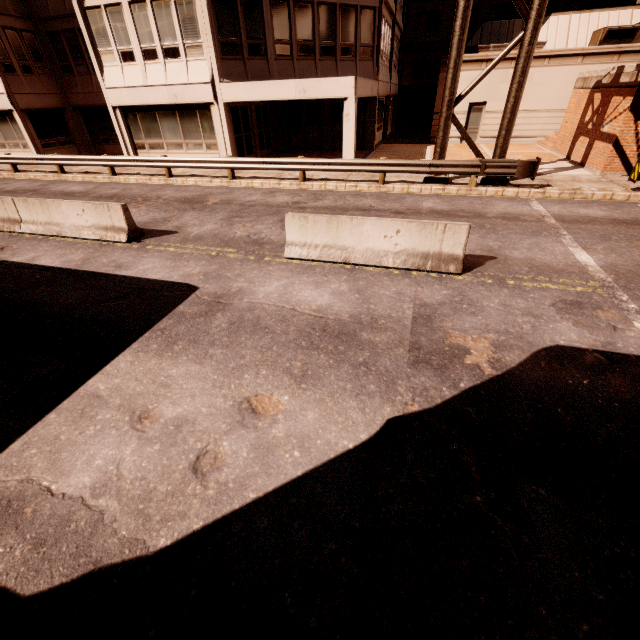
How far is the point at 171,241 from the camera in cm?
902

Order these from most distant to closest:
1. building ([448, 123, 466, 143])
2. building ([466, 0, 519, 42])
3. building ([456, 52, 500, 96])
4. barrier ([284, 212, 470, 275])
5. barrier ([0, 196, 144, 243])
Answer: building ([466, 0, 519, 42]) → building ([448, 123, 466, 143]) → building ([456, 52, 500, 96]) → barrier ([0, 196, 144, 243]) → barrier ([284, 212, 470, 275])

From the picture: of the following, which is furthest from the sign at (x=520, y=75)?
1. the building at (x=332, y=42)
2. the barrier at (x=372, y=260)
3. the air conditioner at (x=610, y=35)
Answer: the air conditioner at (x=610, y=35)

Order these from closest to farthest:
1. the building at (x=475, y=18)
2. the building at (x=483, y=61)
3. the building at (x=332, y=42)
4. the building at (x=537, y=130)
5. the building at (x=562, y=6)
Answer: the building at (x=332, y=42), the building at (x=537, y=130), the building at (x=483, y=61), the building at (x=562, y=6), the building at (x=475, y=18)

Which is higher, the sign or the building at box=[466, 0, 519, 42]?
the building at box=[466, 0, 519, 42]

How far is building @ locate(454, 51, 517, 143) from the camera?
20.2m

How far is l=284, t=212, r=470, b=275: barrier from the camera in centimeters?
668cm
